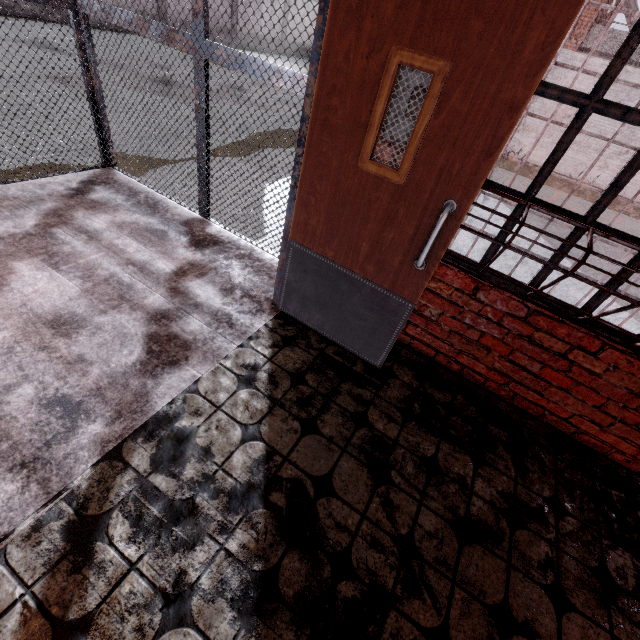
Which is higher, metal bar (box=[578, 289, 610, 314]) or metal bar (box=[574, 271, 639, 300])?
metal bar (box=[574, 271, 639, 300])

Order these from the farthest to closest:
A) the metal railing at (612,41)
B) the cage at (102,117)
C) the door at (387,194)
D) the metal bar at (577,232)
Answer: the metal railing at (612,41) → the cage at (102,117) → the metal bar at (577,232) → the door at (387,194)

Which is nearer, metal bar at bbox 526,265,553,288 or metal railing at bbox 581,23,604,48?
metal bar at bbox 526,265,553,288

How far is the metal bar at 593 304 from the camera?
1.9 meters

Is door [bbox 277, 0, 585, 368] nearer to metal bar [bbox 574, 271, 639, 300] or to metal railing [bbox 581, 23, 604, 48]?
metal bar [bbox 574, 271, 639, 300]

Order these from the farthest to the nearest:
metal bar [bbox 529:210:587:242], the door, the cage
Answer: the cage
metal bar [bbox 529:210:587:242]
the door

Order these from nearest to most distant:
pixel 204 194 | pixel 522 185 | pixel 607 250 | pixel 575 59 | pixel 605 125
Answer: pixel 204 194 < pixel 607 250 < pixel 522 185 < pixel 575 59 < pixel 605 125
